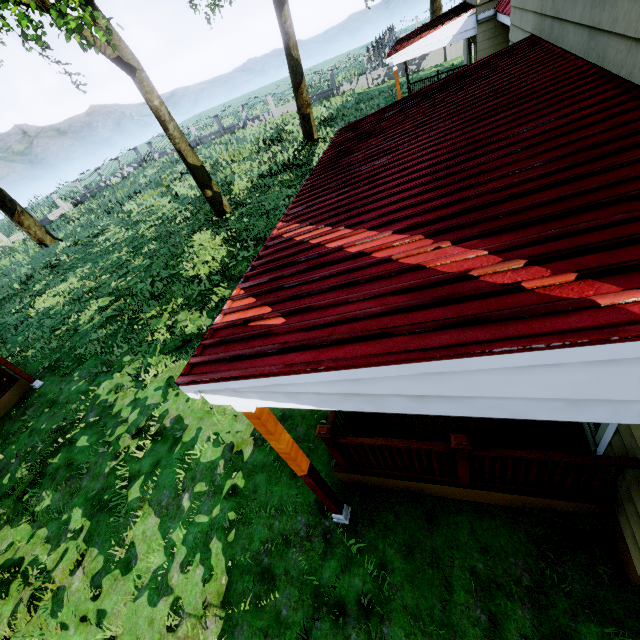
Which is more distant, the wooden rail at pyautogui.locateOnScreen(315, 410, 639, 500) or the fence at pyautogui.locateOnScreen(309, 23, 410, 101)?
the fence at pyautogui.locateOnScreen(309, 23, 410, 101)

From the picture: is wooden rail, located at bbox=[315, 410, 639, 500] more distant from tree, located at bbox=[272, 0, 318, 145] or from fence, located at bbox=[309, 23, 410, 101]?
fence, located at bbox=[309, 23, 410, 101]

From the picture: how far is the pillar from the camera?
2.60m

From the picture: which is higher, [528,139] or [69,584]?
[528,139]

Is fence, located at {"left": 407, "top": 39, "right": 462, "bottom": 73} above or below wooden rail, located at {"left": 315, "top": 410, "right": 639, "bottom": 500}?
below

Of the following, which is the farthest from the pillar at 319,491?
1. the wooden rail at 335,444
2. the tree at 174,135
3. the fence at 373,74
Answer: the fence at 373,74

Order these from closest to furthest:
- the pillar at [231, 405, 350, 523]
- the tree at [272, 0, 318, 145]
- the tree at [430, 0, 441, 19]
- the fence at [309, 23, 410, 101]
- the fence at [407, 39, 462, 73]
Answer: the pillar at [231, 405, 350, 523] < the tree at [272, 0, 318, 145] < the fence at [407, 39, 462, 73] < the fence at [309, 23, 410, 101] < the tree at [430, 0, 441, 19]

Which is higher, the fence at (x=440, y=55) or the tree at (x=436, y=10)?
the tree at (x=436, y=10)
